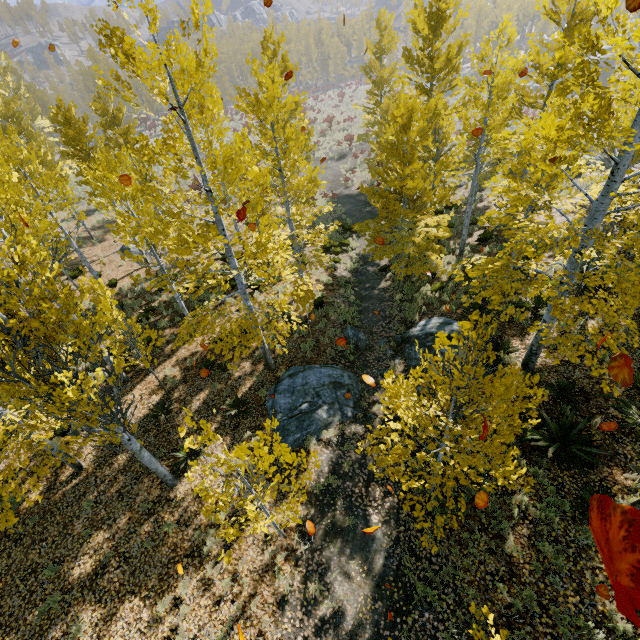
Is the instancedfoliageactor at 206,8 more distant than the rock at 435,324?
No

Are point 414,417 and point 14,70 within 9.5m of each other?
no

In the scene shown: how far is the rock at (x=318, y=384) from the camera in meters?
9.5 m

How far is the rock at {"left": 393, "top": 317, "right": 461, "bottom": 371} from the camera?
10.8 meters

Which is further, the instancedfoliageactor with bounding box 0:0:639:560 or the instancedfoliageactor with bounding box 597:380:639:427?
A: the instancedfoliageactor with bounding box 597:380:639:427

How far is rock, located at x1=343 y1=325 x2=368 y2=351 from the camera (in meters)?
12.55

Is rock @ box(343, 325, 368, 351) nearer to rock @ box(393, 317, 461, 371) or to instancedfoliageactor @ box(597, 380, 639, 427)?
instancedfoliageactor @ box(597, 380, 639, 427)
